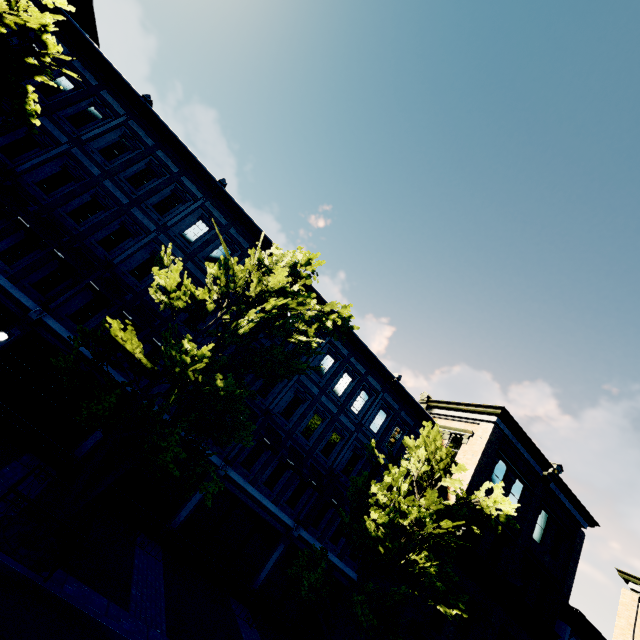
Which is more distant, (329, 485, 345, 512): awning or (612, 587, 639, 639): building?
(612, 587, 639, 639): building

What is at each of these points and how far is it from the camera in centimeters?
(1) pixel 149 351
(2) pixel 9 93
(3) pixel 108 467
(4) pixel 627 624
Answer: (1) building, 1459cm
(2) tree, 929cm
(3) building, 1327cm
(4) building, 2136cm

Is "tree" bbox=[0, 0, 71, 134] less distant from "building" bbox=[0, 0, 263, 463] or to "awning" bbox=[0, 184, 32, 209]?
"building" bbox=[0, 0, 263, 463]

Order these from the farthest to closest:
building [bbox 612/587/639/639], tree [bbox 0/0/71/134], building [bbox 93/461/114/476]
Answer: building [bbox 612/587/639/639] → building [bbox 93/461/114/476] → tree [bbox 0/0/71/134]

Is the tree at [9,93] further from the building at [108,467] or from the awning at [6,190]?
the awning at [6,190]

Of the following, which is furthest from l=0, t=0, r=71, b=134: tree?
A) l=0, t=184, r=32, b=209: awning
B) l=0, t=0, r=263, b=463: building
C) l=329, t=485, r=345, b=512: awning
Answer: l=0, t=184, r=32, b=209: awning

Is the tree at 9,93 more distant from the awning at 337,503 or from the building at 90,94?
the awning at 337,503

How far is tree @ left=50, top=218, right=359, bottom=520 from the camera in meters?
8.2 m
